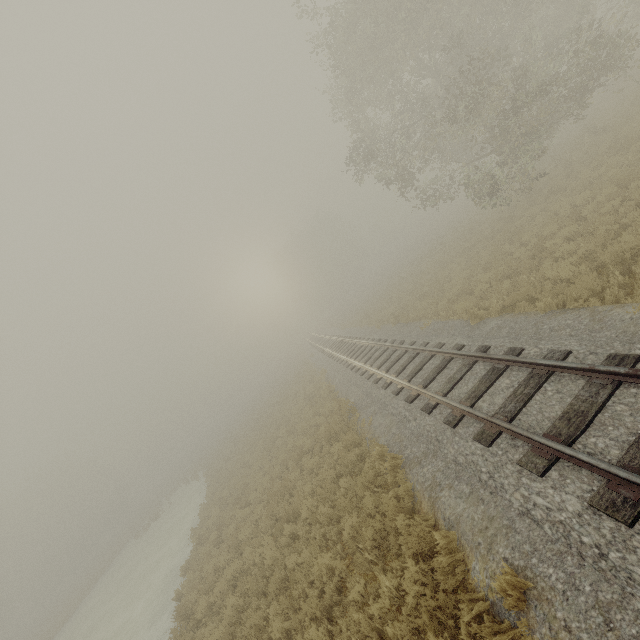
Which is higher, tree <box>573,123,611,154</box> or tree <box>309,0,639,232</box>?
tree <box>309,0,639,232</box>

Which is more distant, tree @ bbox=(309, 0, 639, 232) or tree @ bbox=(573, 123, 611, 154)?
tree @ bbox=(573, 123, 611, 154)

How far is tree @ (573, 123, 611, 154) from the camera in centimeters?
1617cm

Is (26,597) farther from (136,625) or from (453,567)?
(453,567)

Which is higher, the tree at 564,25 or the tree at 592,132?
the tree at 564,25

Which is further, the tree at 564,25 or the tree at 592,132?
the tree at 592,132
